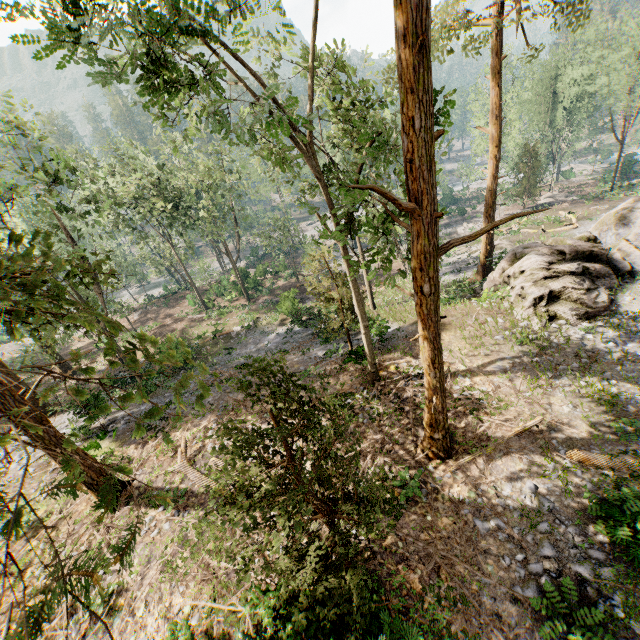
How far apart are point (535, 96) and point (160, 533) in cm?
Result: 6177

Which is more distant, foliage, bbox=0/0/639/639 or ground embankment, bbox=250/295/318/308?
ground embankment, bbox=250/295/318/308

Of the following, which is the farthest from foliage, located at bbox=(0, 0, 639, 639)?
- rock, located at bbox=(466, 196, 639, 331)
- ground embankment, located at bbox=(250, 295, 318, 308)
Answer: ground embankment, located at bbox=(250, 295, 318, 308)

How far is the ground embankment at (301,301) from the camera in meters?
28.2 m

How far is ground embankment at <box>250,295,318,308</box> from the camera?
28.2m

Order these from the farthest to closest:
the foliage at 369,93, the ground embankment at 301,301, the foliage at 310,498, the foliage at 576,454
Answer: the ground embankment at 301,301
the foliage at 576,454
the foliage at 310,498
the foliage at 369,93

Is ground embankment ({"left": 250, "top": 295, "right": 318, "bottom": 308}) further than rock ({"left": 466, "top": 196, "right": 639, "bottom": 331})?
Yes

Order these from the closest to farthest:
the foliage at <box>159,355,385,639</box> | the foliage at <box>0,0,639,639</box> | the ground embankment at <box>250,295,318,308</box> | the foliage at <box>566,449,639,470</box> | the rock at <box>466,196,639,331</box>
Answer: the foliage at <box>0,0,639,639</box>, the foliage at <box>159,355,385,639</box>, the foliage at <box>566,449,639,470</box>, the rock at <box>466,196,639,331</box>, the ground embankment at <box>250,295,318,308</box>
